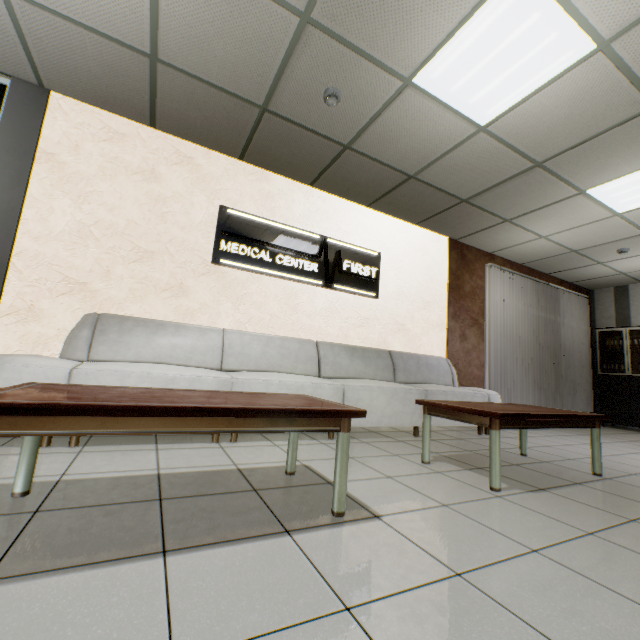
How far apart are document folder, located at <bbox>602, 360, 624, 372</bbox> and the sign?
6.3 meters

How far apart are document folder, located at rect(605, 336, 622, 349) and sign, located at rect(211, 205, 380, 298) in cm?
633

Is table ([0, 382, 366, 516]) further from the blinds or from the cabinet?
the cabinet

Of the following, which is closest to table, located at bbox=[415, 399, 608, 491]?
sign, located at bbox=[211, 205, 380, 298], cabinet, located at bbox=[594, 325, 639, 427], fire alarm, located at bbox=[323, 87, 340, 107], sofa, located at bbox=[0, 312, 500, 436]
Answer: sofa, located at bbox=[0, 312, 500, 436]

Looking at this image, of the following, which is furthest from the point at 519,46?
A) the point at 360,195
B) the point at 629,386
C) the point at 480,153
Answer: the point at 629,386

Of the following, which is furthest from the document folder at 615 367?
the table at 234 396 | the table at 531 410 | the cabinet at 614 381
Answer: the table at 234 396

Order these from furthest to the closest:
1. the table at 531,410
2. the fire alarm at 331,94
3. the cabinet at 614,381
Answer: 1. the cabinet at 614,381
2. the fire alarm at 331,94
3. the table at 531,410

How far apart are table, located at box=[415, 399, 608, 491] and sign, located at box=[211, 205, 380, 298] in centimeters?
218cm
